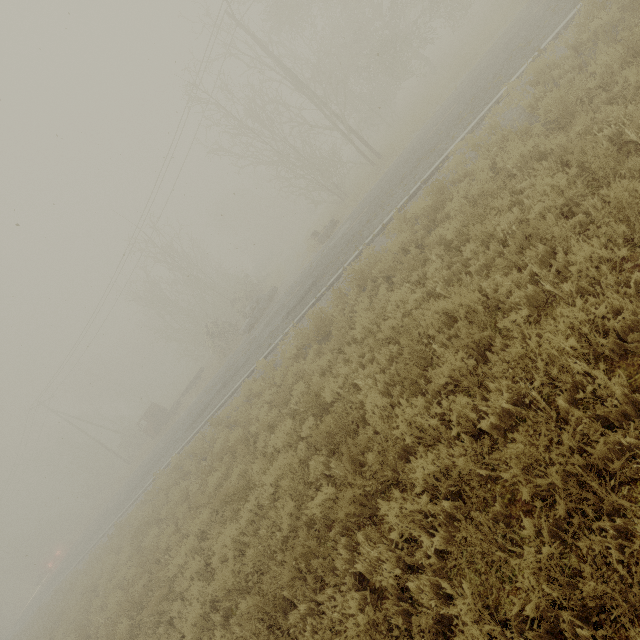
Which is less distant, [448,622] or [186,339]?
[448,622]

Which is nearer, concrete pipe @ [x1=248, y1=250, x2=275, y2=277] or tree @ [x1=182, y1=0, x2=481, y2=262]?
tree @ [x1=182, y1=0, x2=481, y2=262]

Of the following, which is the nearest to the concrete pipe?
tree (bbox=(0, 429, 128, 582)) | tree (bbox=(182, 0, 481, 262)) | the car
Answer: tree (bbox=(182, 0, 481, 262))

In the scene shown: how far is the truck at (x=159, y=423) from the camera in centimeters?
2964cm

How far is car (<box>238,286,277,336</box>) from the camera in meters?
23.0 m

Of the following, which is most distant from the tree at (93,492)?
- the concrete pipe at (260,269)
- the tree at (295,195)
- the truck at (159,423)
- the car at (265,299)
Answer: the tree at (295,195)

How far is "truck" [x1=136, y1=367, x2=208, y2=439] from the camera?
29.64m

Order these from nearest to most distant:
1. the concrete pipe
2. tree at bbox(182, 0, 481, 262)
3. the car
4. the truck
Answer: tree at bbox(182, 0, 481, 262) < the car < the truck < the concrete pipe
